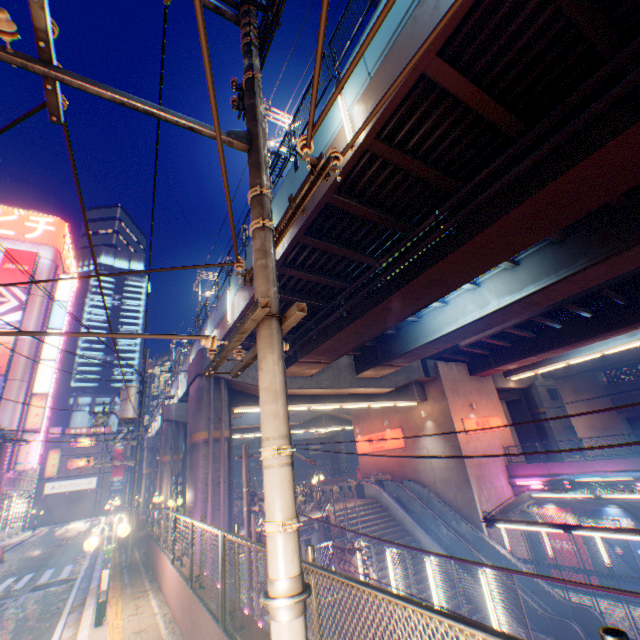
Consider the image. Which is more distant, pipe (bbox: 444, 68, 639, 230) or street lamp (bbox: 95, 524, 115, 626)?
street lamp (bbox: 95, 524, 115, 626)

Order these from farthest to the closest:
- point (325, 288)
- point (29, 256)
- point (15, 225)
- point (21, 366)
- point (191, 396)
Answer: point (15, 225) → point (29, 256) → point (21, 366) → point (191, 396) → point (325, 288)

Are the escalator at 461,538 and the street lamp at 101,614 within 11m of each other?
no

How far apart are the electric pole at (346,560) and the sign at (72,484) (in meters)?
52.34

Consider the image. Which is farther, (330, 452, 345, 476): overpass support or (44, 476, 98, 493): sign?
(330, 452, 345, 476): overpass support

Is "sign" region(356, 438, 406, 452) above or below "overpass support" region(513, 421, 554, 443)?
above

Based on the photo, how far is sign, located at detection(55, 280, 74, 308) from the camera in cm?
3588

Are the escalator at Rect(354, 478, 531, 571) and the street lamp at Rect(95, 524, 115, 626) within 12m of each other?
no
